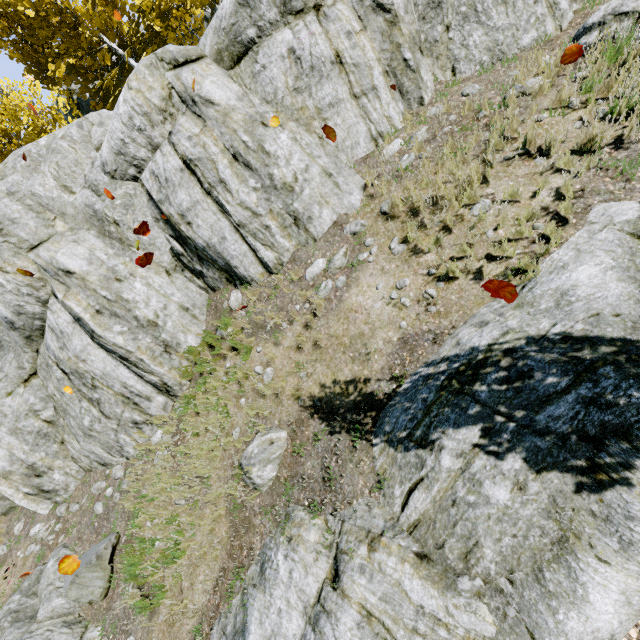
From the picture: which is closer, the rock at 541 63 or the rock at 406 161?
the rock at 541 63

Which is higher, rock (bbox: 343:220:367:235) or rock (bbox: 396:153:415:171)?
rock (bbox: 343:220:367:235)

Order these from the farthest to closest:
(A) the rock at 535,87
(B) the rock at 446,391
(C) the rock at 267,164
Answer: (C) the rock at 267,164, (A) the rock at 535,87, (B) the rock at 446,391

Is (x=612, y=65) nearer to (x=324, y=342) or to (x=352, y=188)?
(x=352, y=188)

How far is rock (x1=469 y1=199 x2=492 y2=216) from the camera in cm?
503

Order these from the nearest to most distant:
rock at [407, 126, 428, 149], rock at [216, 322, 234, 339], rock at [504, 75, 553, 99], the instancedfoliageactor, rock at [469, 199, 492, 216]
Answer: rock at [469, 199, 492, 216] → rock at [504, 75, 553, 99] → rock at [407, 126, 428, 149] → rock at [216, 322, 234, 339] → the instancedfoliageactor

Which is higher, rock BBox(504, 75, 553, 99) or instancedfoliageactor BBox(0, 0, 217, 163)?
instancedfoliageactor BBox(0, 0, 217, 163)
